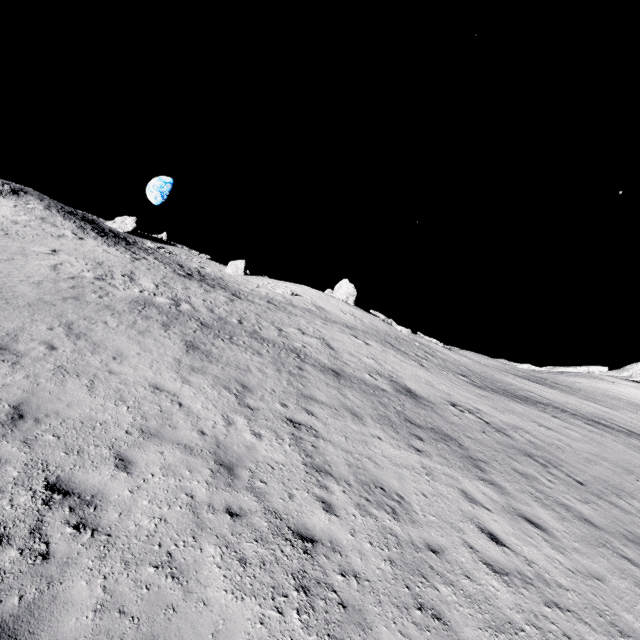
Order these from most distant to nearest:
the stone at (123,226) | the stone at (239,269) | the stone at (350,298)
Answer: the stone at (239,269), the stone at (350,298), the stone at (123,226)

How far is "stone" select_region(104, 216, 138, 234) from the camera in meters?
41.0 m

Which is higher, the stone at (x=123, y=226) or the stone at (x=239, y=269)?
the stone at (x=123, y=226)

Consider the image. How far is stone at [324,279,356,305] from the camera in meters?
42.5

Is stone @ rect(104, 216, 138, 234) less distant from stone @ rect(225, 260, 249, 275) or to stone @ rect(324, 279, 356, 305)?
stone @ rect(225, 260, 249, 275)

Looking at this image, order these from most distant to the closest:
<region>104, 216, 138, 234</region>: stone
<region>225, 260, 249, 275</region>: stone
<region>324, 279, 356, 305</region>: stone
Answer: <region>225, 260, 249, 275</region>: stone
<region>324, 279, 356, 305</region>: stone
<region>104, 216, 138, 234</region>: stone

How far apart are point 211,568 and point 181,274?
28.0m

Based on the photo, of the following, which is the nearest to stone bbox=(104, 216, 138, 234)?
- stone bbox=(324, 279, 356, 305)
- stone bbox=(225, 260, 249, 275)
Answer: stone bbox=(225, 260, 249, 275)
